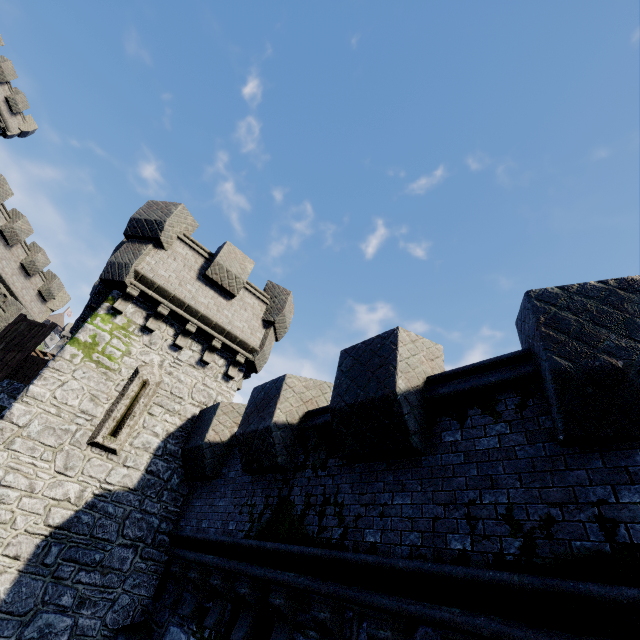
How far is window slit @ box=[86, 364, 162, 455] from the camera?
8.0m

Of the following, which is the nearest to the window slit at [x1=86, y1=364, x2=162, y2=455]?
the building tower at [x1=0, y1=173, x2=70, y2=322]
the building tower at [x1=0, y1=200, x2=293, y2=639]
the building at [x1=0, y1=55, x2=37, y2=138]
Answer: the building tower at [x1=0, y1=200, x2=293, y2=639]

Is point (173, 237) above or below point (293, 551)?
above

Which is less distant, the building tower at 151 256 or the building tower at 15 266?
the building tower at 151 256

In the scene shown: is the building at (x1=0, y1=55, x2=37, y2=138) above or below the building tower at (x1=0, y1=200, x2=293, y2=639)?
above

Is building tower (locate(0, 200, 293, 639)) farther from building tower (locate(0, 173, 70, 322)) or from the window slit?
building tower (locate(0, 173, 70, 322))

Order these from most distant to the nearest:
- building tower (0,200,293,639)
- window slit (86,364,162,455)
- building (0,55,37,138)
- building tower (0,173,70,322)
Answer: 1. building (0,55,37,138)
2. building tower (0,173,70,322)
3. window slit (86,364,162,455)
4. building tower (0,200,293,639)

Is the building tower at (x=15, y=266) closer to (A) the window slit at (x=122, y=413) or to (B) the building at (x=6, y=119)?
(B) the building at (x=6, y=119)
